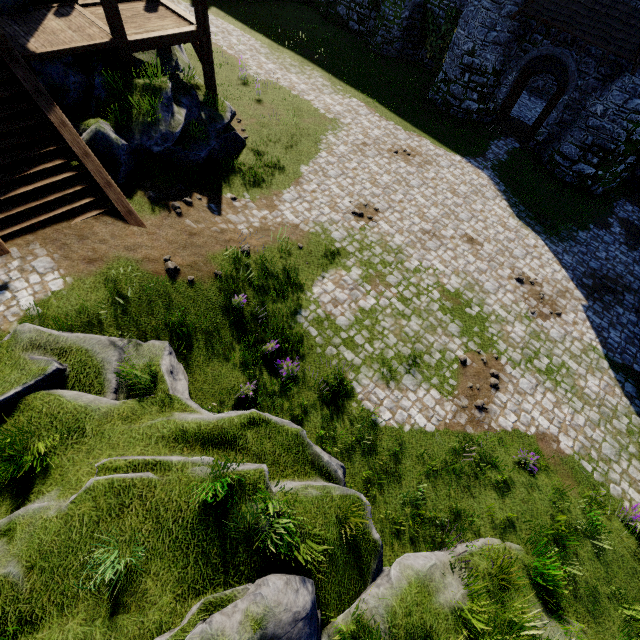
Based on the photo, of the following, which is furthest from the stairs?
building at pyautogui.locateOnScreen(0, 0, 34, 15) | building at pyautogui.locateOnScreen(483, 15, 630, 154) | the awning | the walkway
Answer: building at pyautogui.locateOnScreen(483, 15, 630, 154)

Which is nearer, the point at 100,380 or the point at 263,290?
the point at 100,380

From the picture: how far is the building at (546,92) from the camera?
21.8m

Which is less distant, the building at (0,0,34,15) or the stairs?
the stairs

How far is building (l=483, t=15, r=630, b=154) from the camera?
15.4 meters

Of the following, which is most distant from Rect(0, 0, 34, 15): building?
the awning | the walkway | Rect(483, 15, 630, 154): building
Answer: the awning

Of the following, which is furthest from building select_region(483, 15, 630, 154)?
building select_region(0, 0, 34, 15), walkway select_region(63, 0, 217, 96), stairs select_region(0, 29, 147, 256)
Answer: stairs select_region(0, 29, 147, 256)
